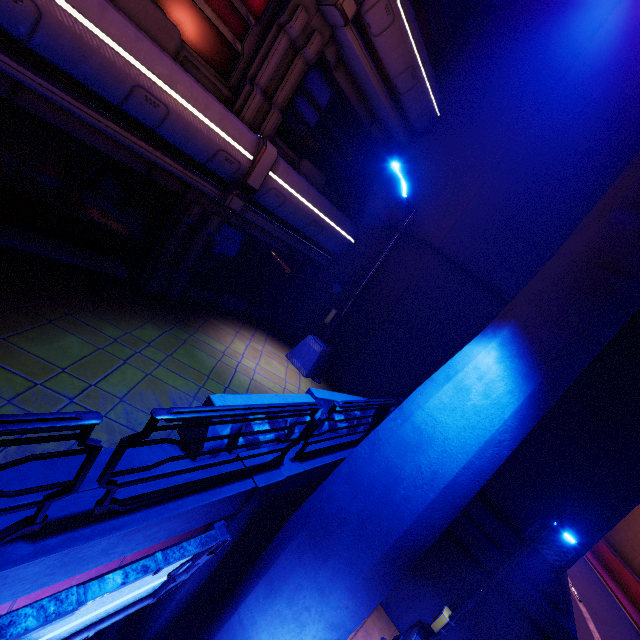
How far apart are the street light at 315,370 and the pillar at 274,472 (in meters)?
4.67

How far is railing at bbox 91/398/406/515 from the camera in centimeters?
279cm

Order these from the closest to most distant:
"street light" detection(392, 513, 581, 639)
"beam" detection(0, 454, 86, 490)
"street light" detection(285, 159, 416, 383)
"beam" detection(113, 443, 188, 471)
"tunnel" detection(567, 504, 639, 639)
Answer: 1. "beam" detection(0, 454, 86, 490)
2. "beam" detection(113, 443, 188, 471)
3. "street light" detection(392, 513, 581, 639)
4. "street light" detection(285, 159, 416, 383)
5. "tunnel" detection(567, 504, 639, 639)

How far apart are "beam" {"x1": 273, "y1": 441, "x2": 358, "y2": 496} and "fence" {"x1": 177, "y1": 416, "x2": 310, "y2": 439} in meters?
0.3

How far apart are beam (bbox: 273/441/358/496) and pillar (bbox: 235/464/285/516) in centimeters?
7cm

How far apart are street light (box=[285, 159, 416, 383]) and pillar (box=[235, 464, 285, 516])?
4.67m

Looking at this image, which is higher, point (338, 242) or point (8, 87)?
point (338, 242)

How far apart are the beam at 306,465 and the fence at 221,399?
0.3m
